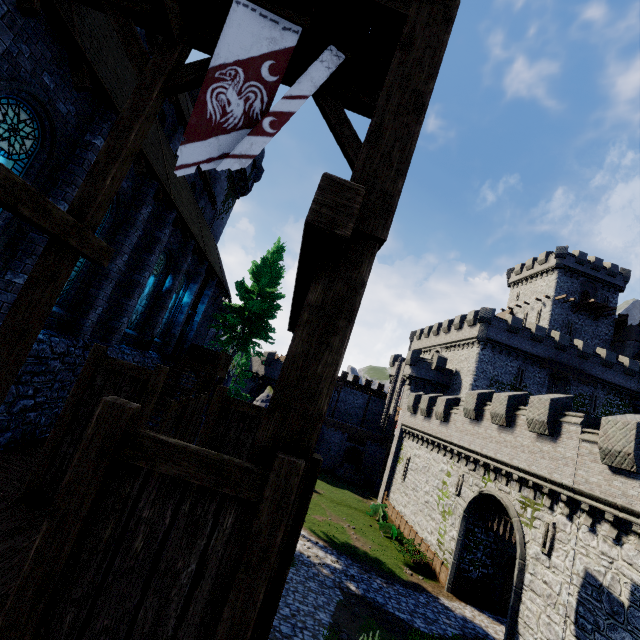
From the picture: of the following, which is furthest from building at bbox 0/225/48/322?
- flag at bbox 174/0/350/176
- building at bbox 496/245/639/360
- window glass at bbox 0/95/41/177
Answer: building at bbox 496/245/639/360

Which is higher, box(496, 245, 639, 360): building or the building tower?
box(496, 245, 639, 360): building

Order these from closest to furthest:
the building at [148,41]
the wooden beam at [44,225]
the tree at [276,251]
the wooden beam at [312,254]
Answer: the wooden beam at [312,254]
the wooden beam at [44,225]
the building at [148,41]
the tree at [276,251]

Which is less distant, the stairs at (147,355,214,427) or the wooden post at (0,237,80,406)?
the wooden post at (0,237,80,406)

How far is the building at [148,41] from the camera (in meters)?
12.70

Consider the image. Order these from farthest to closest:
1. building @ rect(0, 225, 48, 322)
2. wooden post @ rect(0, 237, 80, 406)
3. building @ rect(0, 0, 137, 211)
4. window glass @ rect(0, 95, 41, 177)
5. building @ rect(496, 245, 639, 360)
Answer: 1. building @ rect(496, 245, 639, 360)
2. building @ rect(0, 225, 48, 322)
3. window glass @ rect(0, 95, 41, 177)
4. building @ rect(0, 0, 137, 211)
5. wooden post @ rect(0, 237, 80, 406)

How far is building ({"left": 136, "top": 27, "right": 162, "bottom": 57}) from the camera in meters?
12.7

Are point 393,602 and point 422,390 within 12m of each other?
no
